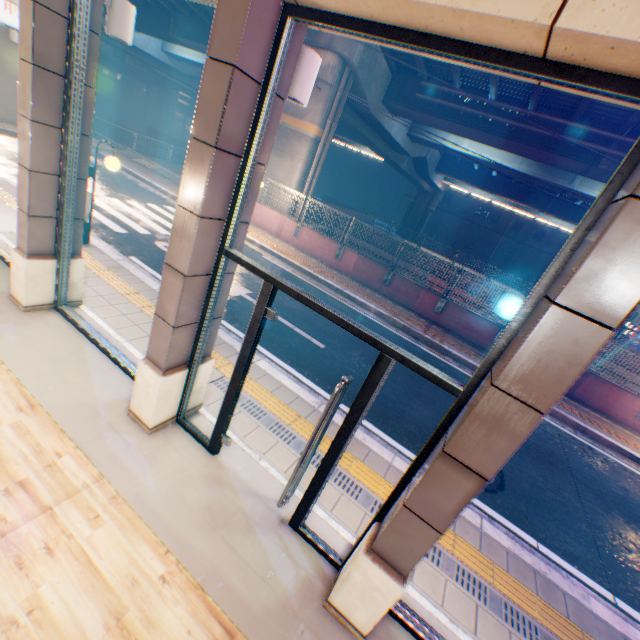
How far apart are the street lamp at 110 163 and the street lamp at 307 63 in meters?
5.0 m

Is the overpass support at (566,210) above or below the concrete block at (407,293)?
above

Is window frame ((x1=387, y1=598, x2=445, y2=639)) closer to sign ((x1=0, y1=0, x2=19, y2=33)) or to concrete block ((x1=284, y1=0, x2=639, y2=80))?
concrete block ((x1=284, y1=0, x2=639, y2=80))

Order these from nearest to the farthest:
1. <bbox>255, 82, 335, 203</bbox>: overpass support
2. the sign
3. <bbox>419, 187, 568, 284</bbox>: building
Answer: the sign
<bbox>255, 82, 335, 203</bbox>: overpass support
<bbox>419, 187, 568, 284</bbox>: building

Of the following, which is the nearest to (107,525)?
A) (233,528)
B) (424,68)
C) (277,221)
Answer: → (233,528)

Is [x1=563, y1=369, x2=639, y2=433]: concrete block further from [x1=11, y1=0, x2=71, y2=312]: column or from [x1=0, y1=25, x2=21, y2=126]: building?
[x1=0, y1=25, x2=21, y2=126]: building

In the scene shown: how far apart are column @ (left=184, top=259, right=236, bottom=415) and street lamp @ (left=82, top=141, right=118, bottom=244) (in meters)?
4.71

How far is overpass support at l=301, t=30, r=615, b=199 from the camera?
13.8m
